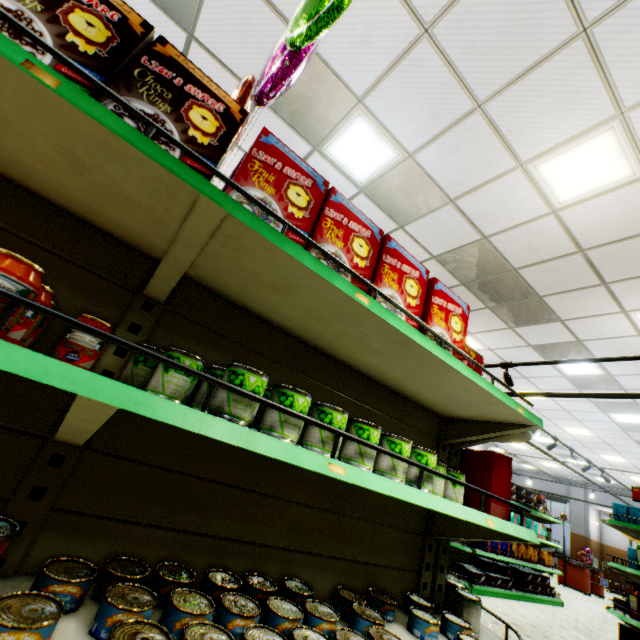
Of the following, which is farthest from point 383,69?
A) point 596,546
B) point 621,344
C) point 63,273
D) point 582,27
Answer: point 596,546

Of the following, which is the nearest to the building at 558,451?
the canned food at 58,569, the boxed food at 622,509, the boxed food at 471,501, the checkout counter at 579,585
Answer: the checkout counter at 579,585

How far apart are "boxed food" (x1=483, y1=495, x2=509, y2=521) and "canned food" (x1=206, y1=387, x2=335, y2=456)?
0.8 meters

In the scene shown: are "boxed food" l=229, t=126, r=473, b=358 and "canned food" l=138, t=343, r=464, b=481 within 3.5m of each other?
yes

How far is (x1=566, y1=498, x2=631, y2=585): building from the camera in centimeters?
1775cm

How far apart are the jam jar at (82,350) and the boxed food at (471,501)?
2.3m

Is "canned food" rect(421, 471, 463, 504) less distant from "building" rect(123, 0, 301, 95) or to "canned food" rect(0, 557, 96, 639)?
"canned food" rect(0, 557, 96, 639)

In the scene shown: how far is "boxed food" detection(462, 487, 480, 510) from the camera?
2.10m
